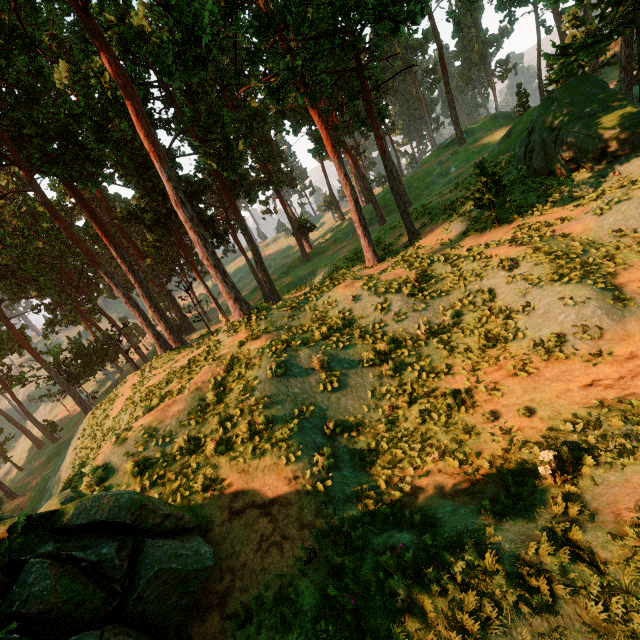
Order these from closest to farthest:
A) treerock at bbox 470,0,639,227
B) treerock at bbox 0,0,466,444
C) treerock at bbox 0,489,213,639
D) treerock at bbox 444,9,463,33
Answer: treerock at bbox 0,489,213,639, treerock at bbox 470,0,639,227, treerock at bbox 0,0,466,444, treerock at bbox 444,9,463,33

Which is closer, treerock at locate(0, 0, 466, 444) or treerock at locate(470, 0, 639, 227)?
treerock at locate(470, 0, 639, 227)

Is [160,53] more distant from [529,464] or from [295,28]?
[529,464]

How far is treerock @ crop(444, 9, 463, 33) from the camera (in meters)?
37.75

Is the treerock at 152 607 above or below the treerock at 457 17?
below

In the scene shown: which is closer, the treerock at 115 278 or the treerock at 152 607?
Result: the treerock at 152 607
